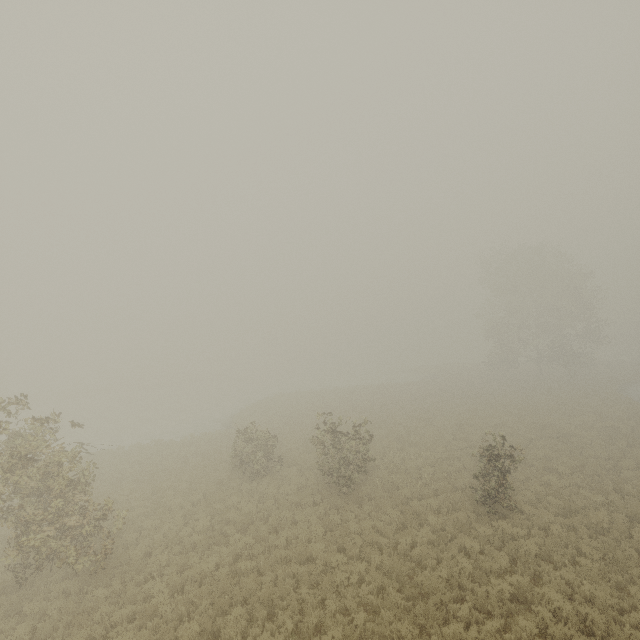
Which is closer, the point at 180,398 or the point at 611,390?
the point at 611,390

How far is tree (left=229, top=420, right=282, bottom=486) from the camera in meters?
18.2

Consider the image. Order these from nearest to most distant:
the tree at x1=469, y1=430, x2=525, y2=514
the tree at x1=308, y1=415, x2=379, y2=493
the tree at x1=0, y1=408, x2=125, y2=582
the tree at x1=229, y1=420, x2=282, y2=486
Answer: the tree at x1=0, y1=408, x2=125, y2=582 < the tree at x1=469, y1=430, x2=525, y2=514 < the tree at x1=308, y1=415, x2=379, y2=493 < the tree at x1=229, y1=420, x2=282, y2=486

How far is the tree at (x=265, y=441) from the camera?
18.2 meters

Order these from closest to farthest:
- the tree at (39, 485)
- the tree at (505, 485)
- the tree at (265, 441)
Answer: the tree at (39, 485) → the tree at (505, 485) → the tree at (265, 441)

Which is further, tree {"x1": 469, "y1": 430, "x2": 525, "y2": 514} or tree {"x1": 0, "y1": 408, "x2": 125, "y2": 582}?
tree {"x1": 469, "y1": 430, "x2": 525, "y2": 514}
